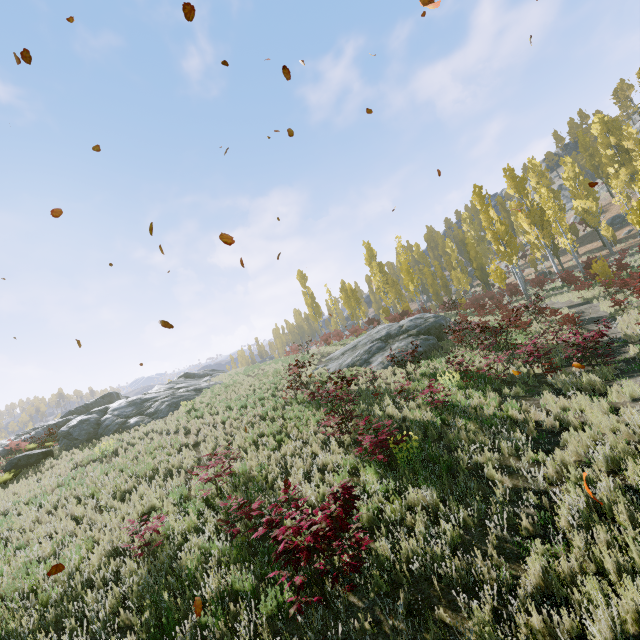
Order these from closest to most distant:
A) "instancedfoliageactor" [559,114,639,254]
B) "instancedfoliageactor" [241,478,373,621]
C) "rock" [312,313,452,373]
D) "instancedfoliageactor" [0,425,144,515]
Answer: "instancedfoliageactor" [241,478,373,621], "instancedfoliageactor" [0,425,144,515], "rock" [312,313,452,373], "instancedfoliageactor" [559,114,639,254]

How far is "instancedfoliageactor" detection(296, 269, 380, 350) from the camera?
31.38m

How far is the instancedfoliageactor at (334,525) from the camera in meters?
4.1

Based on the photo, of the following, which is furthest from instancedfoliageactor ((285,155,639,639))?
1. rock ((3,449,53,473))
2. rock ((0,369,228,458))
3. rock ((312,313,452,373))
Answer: rock ((3,449,53,473))

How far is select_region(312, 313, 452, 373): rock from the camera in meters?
17.4

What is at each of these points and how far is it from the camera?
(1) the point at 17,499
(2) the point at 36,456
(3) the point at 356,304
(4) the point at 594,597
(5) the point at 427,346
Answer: (1) instancedfoliageactor, 11.1m
(2) rock, 15.7m
(3) instancedfoliageactor, 39.3m
(4) instancedfoliageactor, 3.5m
(5) rock, 17.6m

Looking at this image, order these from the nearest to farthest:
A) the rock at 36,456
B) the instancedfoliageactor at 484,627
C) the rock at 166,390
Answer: the instancedfoliageactor at 484,627, the rock at 36,456, the rock at 166,390

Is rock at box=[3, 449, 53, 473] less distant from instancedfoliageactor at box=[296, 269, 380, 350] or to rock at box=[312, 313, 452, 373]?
rock at box=[312, 313, 452, 373]
